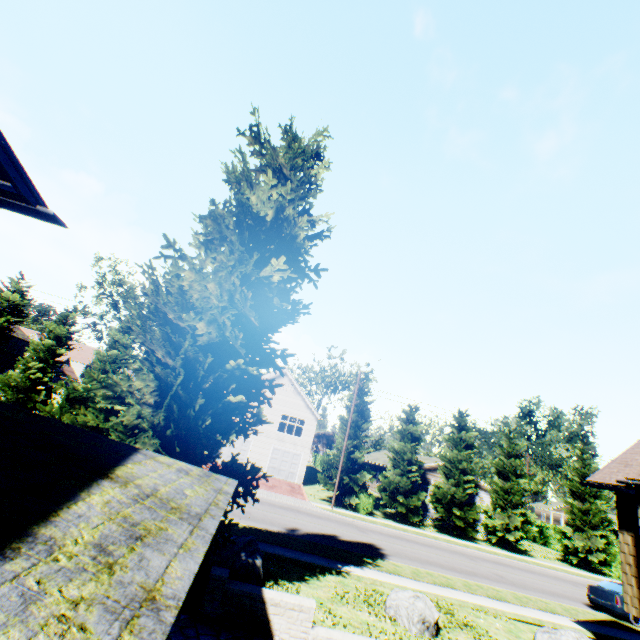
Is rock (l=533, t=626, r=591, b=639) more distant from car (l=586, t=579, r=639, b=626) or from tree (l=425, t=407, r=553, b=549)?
tree (l=425, t=407, r=553, b=549)

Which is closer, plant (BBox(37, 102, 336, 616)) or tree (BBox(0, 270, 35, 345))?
plant (BBox(37, 102, 336, 616))

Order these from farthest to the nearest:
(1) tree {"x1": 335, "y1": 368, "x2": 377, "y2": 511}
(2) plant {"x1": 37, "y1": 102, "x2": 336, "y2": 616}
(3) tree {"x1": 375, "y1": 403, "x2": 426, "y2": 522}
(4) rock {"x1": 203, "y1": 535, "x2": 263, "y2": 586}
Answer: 1. (3) tree {"x1": 375, "y1": 403, "x2": 426, "y2": 522}
2. (1) tree {"x1": 335, "y1": 368, "x2": 377, "y2": 511}
3. (4) rock {"x1": 203, "y1": 535, "x2": 263, "y2": 586}
4. (2) plant {"x1": 37, "y1": 102, "x2": 336, "y2": 616}

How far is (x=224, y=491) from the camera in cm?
682

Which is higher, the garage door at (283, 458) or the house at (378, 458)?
the house at (378, 458)

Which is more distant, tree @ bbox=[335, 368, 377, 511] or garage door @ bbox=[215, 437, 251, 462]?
garage door @ bbox=[215, 437, 251, 462]

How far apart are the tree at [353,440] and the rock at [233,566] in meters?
19.4

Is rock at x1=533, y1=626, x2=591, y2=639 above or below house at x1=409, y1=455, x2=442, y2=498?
below
